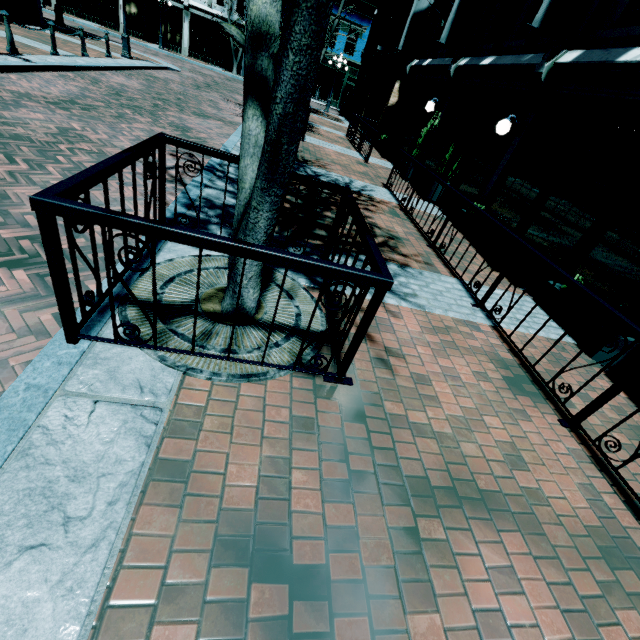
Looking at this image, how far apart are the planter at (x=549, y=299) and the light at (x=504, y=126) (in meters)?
4.09

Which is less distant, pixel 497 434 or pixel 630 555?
pixel 630 555

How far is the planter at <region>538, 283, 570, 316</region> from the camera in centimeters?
510cm

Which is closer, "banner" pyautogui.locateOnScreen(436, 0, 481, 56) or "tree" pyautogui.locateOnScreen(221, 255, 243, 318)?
"tree" pyautogui.locateOnScreen(221, 255, 243, 318)

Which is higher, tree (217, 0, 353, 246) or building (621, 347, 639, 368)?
tree (217, 0, 353, 246)

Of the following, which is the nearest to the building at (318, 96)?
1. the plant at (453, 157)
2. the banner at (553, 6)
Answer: the plant at (453, 157)

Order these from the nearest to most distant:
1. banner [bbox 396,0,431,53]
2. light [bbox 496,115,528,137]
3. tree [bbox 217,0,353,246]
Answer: tree [bbox 217,0,353,246] → light [bbox 496,115,528,137] → banner [bbox 396,0,431,53]

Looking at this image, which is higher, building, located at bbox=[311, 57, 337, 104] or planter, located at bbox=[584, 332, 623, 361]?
building, located at bbox=[311, 57, 337, 104]
